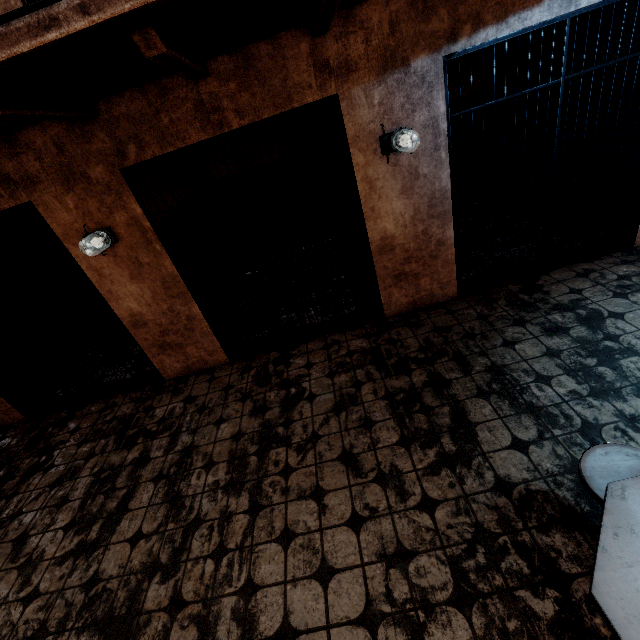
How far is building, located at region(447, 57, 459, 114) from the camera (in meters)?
5.63

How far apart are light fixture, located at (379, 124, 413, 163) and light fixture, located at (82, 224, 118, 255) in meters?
2.7 m

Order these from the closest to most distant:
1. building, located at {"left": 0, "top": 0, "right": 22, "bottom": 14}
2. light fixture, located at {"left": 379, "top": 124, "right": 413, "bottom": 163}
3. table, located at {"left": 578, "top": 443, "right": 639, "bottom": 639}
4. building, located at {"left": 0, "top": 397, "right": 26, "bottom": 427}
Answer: table, located at {"left": 578, "top": 443, "right": 639, "bottom": 639} < building, located at {"left": 0, "top": 0, "right": 22, "bottom": 14} < light fixture, located at {"left": 379, "top": 124, "right": 413, "bottom": 163} < building, located at {"left": 0, "top": 397, "right": 26, "bottom": 427}

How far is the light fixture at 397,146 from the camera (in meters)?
2.86

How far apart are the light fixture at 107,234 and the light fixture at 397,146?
2.7 meters

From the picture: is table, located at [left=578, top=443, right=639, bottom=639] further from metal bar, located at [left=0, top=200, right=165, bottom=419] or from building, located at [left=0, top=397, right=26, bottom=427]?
metal bar, located at [left=0, top=200, right=165, bottom=419]

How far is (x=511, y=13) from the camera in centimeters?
258cm

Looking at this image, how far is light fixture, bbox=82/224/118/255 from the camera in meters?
3.1
